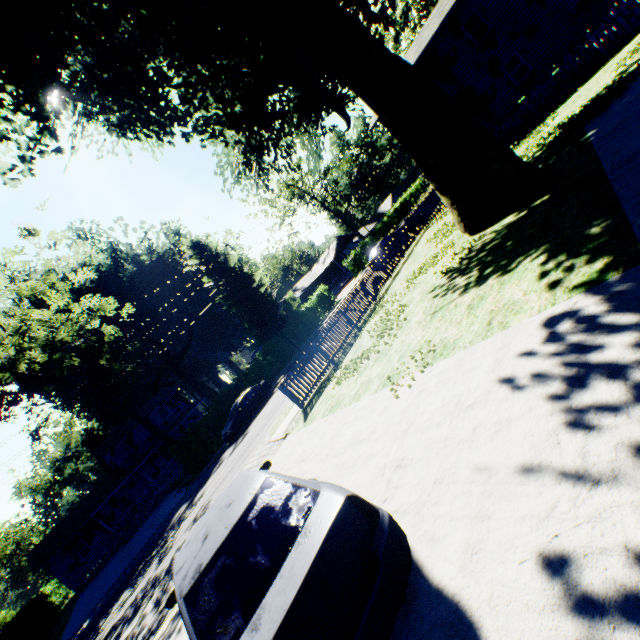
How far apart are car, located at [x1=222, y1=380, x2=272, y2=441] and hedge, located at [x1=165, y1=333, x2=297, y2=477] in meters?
2.7

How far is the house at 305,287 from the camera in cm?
5325

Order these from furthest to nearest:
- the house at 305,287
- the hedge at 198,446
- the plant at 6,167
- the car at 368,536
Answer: the house at 305,287
the hedge at 198,446
the plant at 6,167
the car at 368,536

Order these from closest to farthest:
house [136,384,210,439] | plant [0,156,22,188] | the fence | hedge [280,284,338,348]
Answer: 1. plant [0,156,22,188]
2. the fence
3. hedge [280,284,338,348]
4. house [136,384,210,439]

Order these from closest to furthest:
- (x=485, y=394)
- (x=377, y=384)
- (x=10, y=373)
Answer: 1. (x=485, y=394)
2. (x=377, y=384)
3. (x=10, y=373)

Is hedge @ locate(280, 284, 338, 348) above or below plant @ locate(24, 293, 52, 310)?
below

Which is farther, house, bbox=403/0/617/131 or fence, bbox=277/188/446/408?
house, bbox=403/0/617/131

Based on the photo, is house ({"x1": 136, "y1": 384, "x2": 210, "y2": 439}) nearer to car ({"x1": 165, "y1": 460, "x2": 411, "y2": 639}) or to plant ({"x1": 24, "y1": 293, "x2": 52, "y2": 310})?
plant ({"x1": 24, "y1": 293, "x2": 52, "y2": 310})
